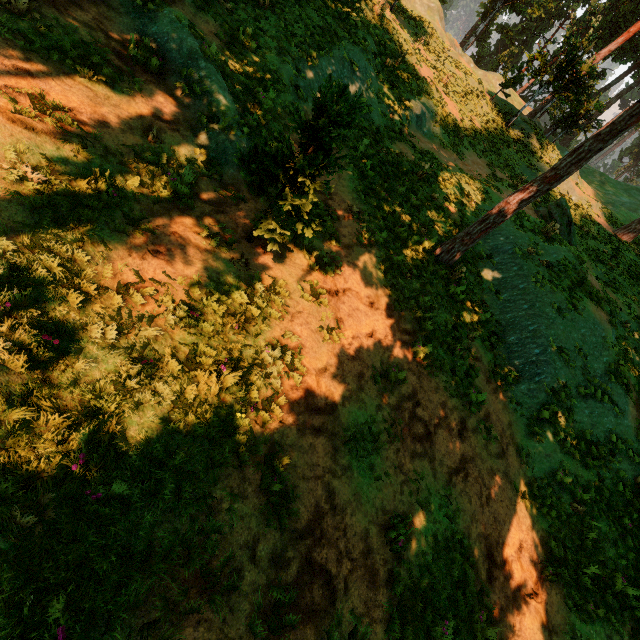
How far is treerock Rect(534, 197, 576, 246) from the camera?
18.5m

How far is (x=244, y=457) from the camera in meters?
4.9 m

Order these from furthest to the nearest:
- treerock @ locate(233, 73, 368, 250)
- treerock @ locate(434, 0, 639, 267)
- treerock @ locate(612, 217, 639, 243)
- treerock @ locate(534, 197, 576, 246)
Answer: treerock @ locate(612, 217, 639, 243)
treerock @ locate(534, 197, 576, 246)
treerock @ locate(434, 0, 639, 267)
treerock @ locate(233, 73, 368, 250)

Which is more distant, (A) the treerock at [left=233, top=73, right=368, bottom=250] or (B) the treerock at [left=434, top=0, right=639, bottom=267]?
(B) the treerock at [left=434, top=0, right=639, bottom=267]

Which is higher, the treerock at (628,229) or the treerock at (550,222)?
the treerock at (628,229)

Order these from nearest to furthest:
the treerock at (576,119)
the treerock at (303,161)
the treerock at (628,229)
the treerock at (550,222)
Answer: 1. the treerock at (303,161)
2. the treerock at (576,119)
3. the treerock at (550,222)
4. the treerock at (628,229)
